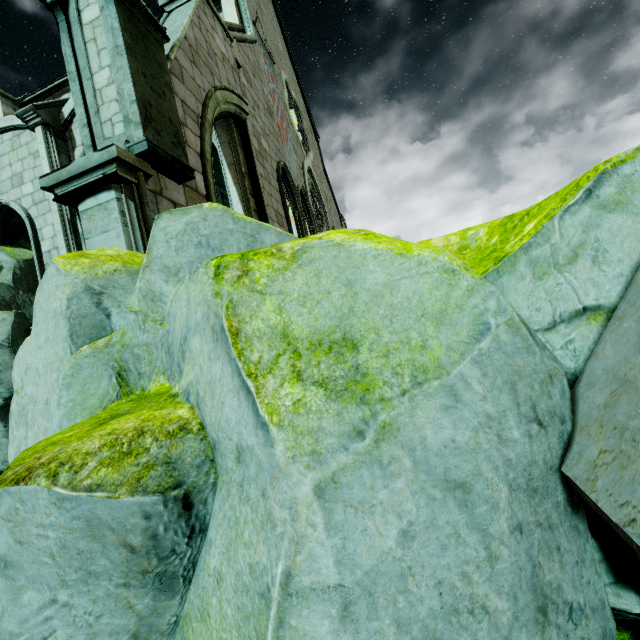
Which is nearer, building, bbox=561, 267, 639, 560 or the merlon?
building, bbox=561, 267, 639, 560

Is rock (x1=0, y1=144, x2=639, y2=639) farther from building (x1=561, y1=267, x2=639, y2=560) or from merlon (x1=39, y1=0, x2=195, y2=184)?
merlon (x1=39, y1=0, x2=195, y2=184)

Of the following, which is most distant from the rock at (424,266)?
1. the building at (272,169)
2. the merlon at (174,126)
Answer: the merlon at (174,126)

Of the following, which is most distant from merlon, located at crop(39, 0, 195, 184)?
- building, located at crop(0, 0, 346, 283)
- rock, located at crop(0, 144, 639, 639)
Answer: rock, located at crop(0, 144, 639, 639)

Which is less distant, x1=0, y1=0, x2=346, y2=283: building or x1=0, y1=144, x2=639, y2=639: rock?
x1=0, y1=144, x2=639, y2=639: rock

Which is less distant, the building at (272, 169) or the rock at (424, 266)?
the rock at (424, 266)

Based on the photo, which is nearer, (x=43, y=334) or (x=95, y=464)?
(x=95, y=464)
